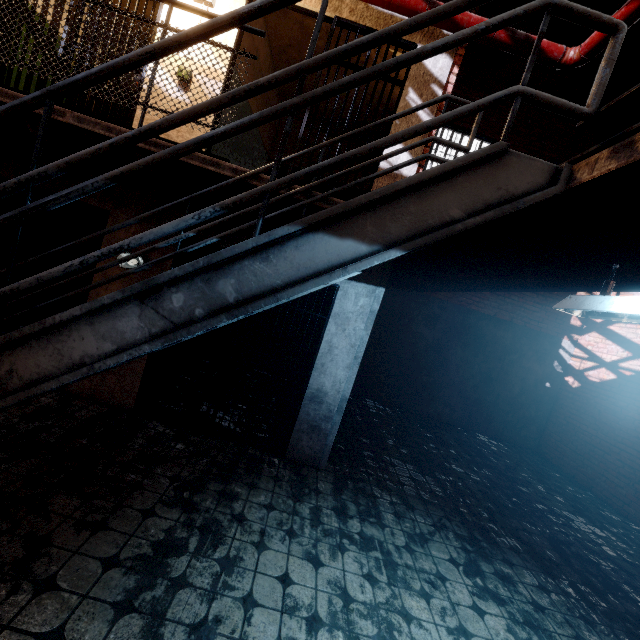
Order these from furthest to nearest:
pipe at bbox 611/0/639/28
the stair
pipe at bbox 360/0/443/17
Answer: pipe at bbox 360/0/443/17, pipe at bbox 611/0/639/28, the stair

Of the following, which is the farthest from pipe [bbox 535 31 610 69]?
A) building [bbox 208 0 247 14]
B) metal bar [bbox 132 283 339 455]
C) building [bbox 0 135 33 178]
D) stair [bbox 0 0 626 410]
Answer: metal bar [bbox 132 283 339 455]

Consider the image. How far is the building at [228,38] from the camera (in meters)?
3.80

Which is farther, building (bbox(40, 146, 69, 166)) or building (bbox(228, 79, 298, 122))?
building (bbox(228, 79, 298, 122))

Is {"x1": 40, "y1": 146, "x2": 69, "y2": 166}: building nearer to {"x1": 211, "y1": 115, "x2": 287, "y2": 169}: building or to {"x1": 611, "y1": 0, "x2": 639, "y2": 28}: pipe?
{"x1": 211, "y1": 115, "x2": 287, "y2": 169}: building

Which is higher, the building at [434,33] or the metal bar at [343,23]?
the building at [434,33]

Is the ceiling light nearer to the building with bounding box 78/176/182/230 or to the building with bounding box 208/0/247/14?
the building with bounding box 208/0/247/14

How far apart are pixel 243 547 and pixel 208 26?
3.4 meters
